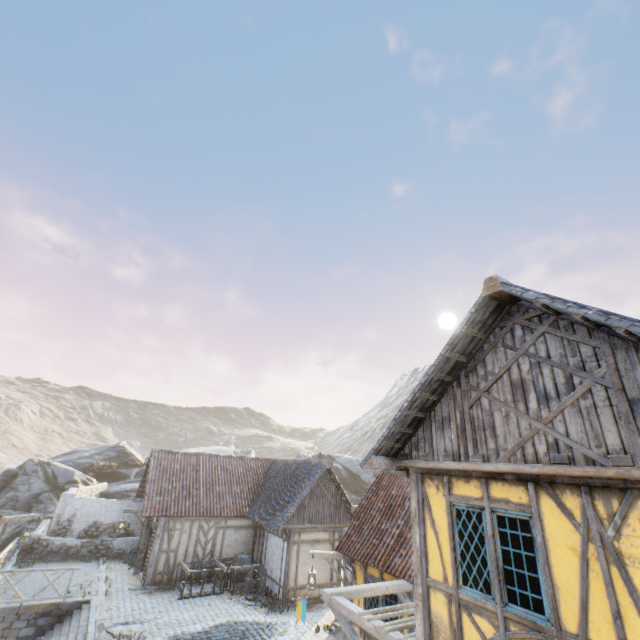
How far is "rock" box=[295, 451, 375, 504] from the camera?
31.9 meters

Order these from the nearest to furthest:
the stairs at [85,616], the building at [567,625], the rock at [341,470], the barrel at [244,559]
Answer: the building at [567,625]
the stairs at [85,616]
the barrel at [244,559]
the rock at [341,470]

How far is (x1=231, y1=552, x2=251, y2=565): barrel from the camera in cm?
1651

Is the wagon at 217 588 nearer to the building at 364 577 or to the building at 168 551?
the building at 168 551

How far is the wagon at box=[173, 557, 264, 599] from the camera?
14.5m

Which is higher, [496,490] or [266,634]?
[496,490]

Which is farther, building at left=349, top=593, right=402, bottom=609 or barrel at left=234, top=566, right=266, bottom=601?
barrel at left=234, top=566, right=266, bottom=601

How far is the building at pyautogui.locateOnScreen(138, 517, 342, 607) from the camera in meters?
15.0
